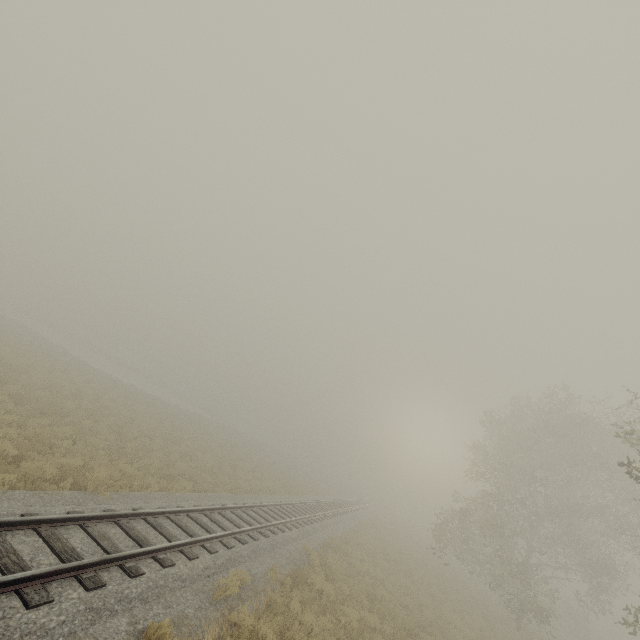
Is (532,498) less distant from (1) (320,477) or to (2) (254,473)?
(2) (254,473)

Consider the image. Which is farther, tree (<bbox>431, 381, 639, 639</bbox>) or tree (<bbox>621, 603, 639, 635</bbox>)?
tree (<bbox>431, 381, 639, 639</bbox>)

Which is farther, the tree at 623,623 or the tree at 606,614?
the tree at 606,614
